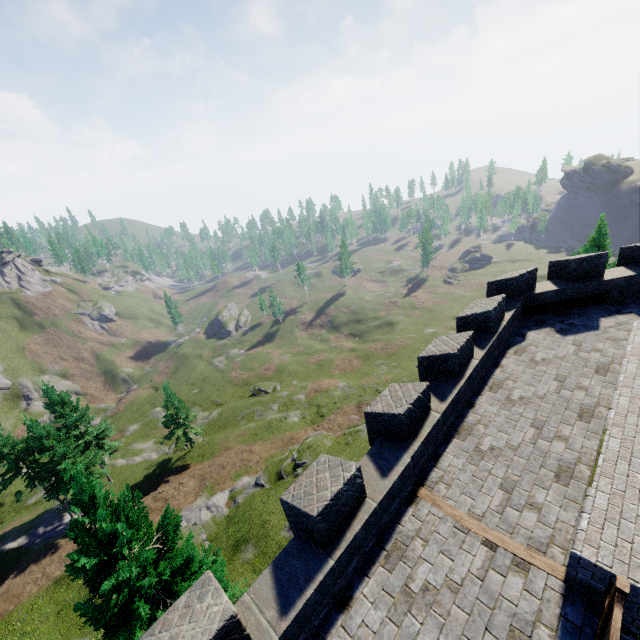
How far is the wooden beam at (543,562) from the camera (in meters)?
5.90

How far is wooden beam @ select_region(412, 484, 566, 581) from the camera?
5.9 meters

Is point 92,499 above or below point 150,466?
above
